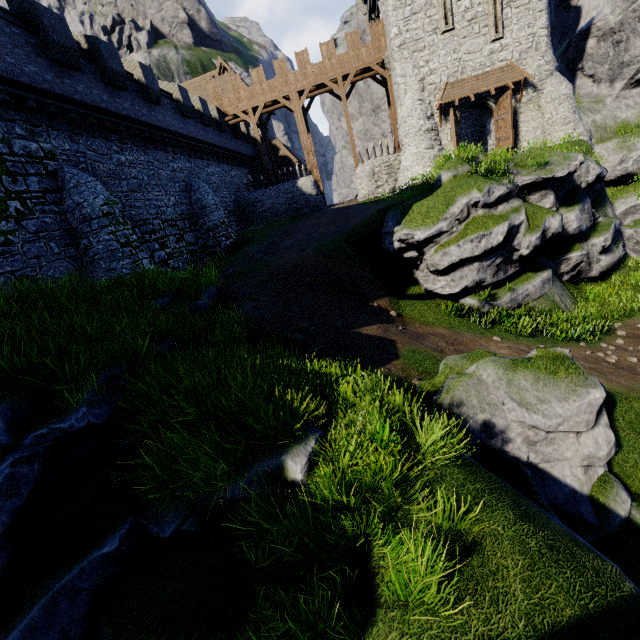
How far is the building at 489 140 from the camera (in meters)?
24.19

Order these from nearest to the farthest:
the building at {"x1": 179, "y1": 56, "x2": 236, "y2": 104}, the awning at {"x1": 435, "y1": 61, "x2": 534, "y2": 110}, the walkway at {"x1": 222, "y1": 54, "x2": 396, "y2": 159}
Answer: the awning at {"x1": 435, "y1": 61, "x2": 534, "y2": 110}, the walkway at {"x1": 222, "y1": 54, "x2": 396, "y2": 159}, the building at {"x1": 179, "y1": 56, "x2": 236, "y2": 104}

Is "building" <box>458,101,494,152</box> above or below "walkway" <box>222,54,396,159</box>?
below

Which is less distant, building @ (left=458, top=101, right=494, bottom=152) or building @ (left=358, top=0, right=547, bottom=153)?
building @ (left=358, top=0, right=547, bottom=153)

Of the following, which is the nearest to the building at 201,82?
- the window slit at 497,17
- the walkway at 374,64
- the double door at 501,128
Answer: the walkway at 374,64

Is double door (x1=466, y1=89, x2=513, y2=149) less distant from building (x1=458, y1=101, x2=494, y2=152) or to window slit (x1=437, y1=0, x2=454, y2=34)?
building (x1=458, y1=101, x2=494, y2=152)

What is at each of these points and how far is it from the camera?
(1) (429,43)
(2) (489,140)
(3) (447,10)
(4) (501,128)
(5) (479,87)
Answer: (1) building, 22.2m
(2) building, 25.2m
(3) window slit, 21.3m
(4) double door, 23.0m
(5) awning, 22.2m

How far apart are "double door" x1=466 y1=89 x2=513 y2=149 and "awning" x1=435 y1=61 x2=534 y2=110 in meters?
0.3
